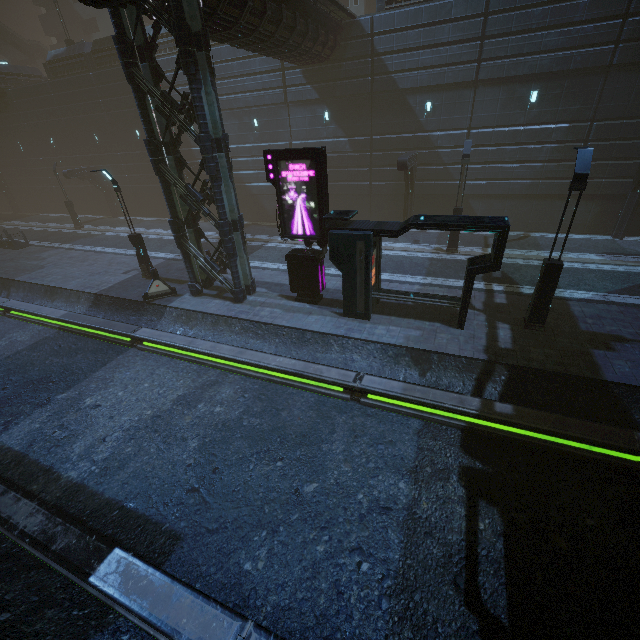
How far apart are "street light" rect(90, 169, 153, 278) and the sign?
8.6 meters

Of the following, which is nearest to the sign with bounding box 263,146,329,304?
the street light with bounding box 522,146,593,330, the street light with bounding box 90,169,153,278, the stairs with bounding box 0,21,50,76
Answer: the street light with bounding box 522,146,593,330

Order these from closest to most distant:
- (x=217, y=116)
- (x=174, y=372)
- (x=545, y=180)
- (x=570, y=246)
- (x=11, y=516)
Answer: (x=11, y=516) → (x=217, y=116) → (x=174, y=372) → (x=570, y=246) → (x=545, y=180)

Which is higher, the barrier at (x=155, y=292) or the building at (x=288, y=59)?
the building at (x=288, y=59)

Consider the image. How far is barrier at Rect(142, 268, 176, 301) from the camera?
15.54m

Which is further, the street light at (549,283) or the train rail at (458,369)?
the street light at (549,283)

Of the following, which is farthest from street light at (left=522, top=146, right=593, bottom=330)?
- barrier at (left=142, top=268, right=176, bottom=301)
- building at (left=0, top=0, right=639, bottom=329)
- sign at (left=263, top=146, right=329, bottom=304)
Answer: barrier at (left=142, top=268, right=176, bottom=301)

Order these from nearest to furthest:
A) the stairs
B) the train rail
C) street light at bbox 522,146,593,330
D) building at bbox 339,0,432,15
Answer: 1. the train rail
2. street light at bbox 522,146,593,330
3. building at bbox 339,0,432,15
4. the stairs
